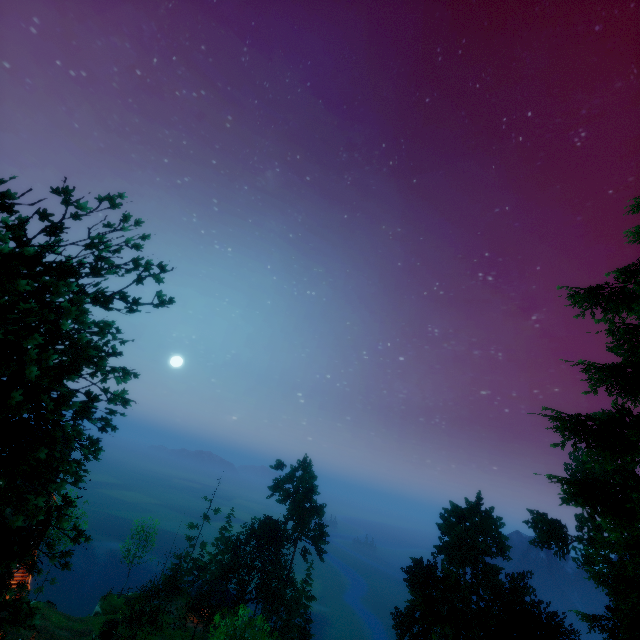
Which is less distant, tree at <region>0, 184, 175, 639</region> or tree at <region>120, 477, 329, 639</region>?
tree at <region>0, 184, 175, 639</region>

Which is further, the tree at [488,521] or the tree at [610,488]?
the tree at [610,488]

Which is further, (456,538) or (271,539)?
(271,539)

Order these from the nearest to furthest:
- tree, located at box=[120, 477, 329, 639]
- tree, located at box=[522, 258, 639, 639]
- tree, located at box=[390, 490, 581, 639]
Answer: tree, located at box=[390, 490, 581, 639]
tree, located at box=[522, 258, 639, 639]
tree, located at box=[120, 477, 329, 639]

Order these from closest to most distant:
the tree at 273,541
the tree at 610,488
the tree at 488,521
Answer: the tree at 488,521
the tree at 610,488
the tree at 273,541
